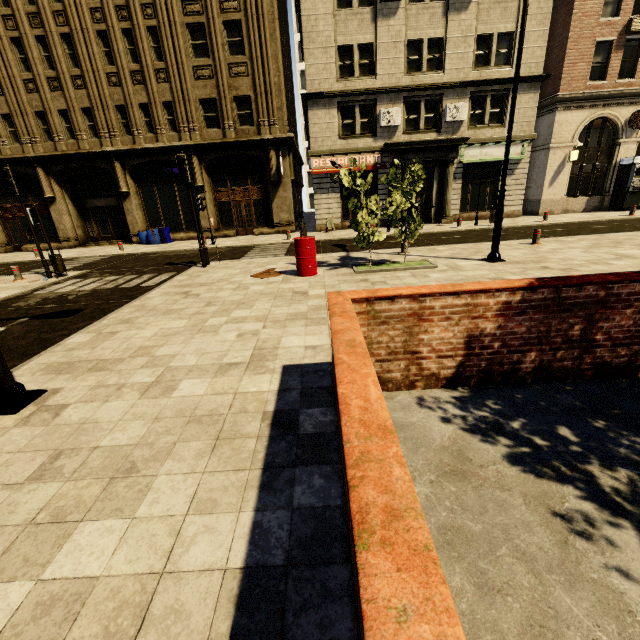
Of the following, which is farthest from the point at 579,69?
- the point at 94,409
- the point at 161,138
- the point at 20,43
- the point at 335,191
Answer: the point at 20,43

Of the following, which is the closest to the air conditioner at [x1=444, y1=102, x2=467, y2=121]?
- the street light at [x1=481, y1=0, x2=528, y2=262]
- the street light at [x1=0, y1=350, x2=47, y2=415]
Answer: the street light at [x1=481, y1=0, x2=528, y2=262]

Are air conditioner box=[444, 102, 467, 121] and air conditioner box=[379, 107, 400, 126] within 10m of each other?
yes

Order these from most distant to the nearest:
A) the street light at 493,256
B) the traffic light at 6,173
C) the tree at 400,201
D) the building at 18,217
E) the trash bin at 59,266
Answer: the building at 18,217 < the trash bin at 59,266 < the traffic light at 6,173 < the tree at 400,201 < the street light at 493,256

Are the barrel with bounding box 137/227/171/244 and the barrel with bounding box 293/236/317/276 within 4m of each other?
no

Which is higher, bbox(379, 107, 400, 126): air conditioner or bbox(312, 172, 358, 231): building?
bbox(379, 107, 400, 126): air conditioner

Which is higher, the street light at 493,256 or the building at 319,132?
the building at 319,132

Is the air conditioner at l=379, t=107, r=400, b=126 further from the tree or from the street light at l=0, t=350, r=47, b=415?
the street light at l=0, t=350, r=47, b=415
